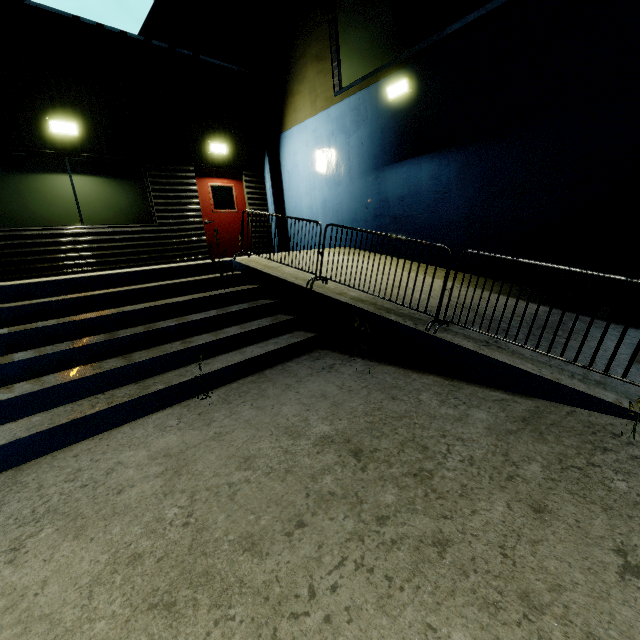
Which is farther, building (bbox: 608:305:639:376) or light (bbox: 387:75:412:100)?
light (bbox: 387:75:412:100)

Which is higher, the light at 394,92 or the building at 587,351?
the light at 394,92

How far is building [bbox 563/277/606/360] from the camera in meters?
3.5

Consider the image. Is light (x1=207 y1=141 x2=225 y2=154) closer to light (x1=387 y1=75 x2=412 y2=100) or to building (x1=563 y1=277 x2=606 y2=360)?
building (x1=563 y1=277 x2=606 y2=360)

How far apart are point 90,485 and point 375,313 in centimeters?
333cm

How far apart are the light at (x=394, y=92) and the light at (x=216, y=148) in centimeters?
467cm

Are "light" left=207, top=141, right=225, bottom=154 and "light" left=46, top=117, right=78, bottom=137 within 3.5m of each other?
yes

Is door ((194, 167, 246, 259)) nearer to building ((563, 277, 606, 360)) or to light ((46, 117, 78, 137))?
building ((563, 277, 606, 360))
